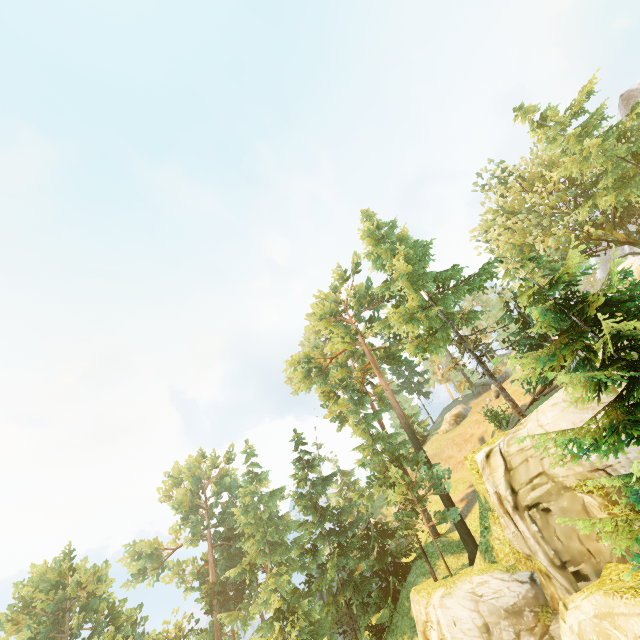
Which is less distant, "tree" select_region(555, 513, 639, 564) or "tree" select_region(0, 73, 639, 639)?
"tree" select_region(555, 513, 639, 564)

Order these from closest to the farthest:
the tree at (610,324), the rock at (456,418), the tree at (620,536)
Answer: the tree at (620,536)
the tree at (610,324)
the rock at (456,418)

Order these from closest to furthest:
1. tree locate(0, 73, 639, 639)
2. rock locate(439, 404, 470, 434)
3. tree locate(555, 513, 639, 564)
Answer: tree locate(555, 513, 639, 564) < tree locate(0, 73, 639, 639) < rock locate(439, 404, 470, 434)

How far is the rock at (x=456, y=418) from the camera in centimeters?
4197cm

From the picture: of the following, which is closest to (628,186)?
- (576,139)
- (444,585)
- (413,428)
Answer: (576,139)

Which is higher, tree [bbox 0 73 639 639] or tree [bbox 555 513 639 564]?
tree [bbox 0 73 639 639]

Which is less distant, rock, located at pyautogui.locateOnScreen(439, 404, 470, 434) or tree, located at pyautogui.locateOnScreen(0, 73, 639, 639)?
tree, located at pyautogui.locateOnScreen(0, 73, 639, 639)

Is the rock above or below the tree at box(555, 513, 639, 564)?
above
